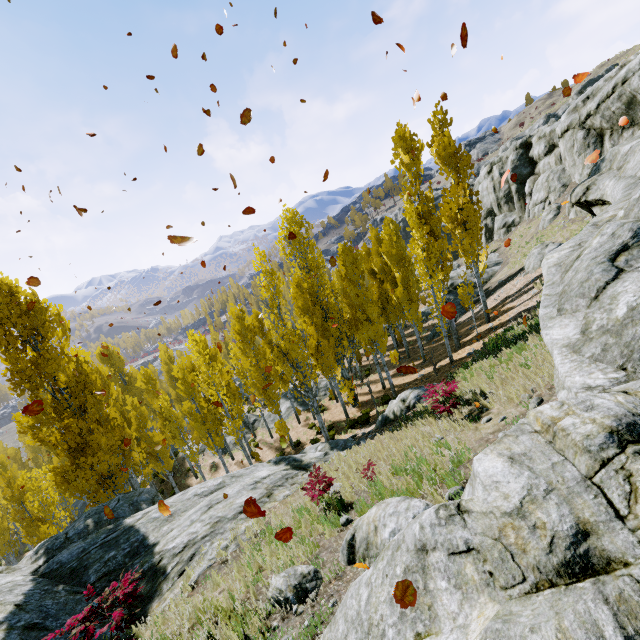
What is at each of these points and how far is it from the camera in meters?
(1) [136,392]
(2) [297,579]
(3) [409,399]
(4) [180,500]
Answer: (1) instancedfoliageactor, 36.8
(2) rock, 5.4
(3) rock, 13.9
(4) rock, 11.8

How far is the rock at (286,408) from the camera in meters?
28.1 m

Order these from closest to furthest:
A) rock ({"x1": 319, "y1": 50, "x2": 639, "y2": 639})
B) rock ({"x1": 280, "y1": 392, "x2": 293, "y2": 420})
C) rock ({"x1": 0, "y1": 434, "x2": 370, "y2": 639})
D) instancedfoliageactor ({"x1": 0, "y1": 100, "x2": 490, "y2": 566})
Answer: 1. rock ({"x1": 319, "y1": 50, "x2": 639, "y2": 639})
2. rock ({"x1": 0, "y1": 434, "x2": 370, "y2": 639})
3. instancedfoliageactor ({"x1": 0, "y1": 100, "x2": 490, "y2": 566})
4. rock ({"x1": 280, "y1": 392, "x2": 293, "y2": 420})

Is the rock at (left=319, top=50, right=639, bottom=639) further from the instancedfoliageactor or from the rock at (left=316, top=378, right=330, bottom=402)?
the rock at (left=316, top=378, right=330, bottom=402)

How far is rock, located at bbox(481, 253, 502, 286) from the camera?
33.44m

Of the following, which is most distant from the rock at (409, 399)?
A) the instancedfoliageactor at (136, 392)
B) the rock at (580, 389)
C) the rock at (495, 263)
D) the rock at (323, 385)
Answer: the rock at (495, 263)

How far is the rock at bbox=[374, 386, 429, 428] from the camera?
13.6m

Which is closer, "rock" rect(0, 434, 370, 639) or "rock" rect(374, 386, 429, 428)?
"rock" rect(0, 434, 370, 639)
